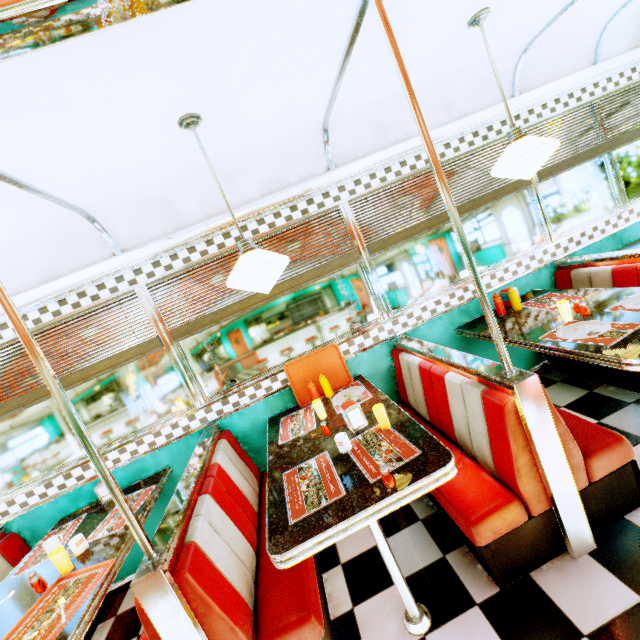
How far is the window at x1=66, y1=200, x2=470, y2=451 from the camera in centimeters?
291cm

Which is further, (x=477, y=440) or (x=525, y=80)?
(x=525, y=80)

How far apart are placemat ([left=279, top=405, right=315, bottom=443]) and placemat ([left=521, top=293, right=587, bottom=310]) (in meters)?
2.25

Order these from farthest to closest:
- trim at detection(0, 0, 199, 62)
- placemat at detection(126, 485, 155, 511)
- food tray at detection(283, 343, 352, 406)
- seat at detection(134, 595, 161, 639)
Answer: food tray at detection(283, 343, 352, 406) → placemat at detection(126, 485, 155, 511) → seat at detection(134, 595, 161, 639) → trim at detection(0, 0, 199, 62)

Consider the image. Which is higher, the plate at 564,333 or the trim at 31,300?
the trim at 31,300

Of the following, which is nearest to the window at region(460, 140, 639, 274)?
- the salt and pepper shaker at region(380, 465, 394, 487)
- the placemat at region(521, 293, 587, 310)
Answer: the placemat at region(521, 293, 587, 310)

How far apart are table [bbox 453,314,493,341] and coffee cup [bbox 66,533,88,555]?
3.46m

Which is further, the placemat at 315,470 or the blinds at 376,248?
the blinds at 376,248
